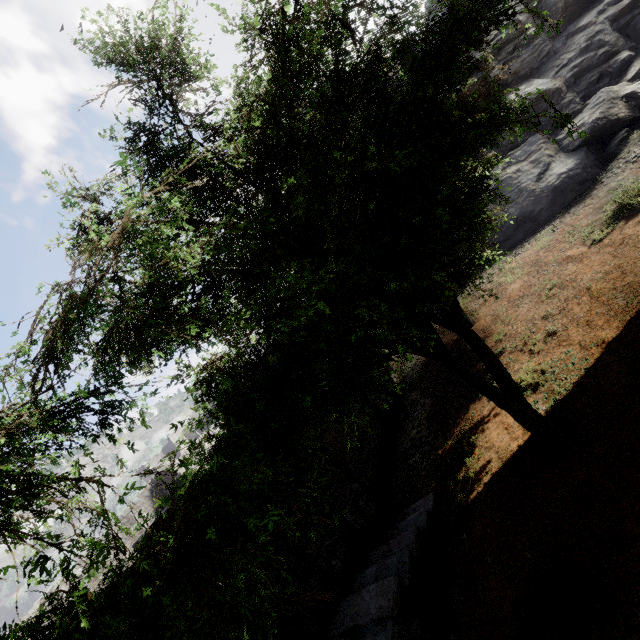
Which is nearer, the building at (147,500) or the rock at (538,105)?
the rock at (538,105)

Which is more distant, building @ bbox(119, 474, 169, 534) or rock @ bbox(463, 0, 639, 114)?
building @ bbox(119, 474, 169, 534)

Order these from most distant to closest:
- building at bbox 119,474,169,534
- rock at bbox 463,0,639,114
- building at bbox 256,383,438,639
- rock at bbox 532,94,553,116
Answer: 1. building at bbox 119,474,169,534
2. rock at bbox 532,94,553,116
3. rock at bbox 463,0,639,114
4. building at bbox 256,383,438,639

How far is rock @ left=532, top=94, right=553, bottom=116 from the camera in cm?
1680

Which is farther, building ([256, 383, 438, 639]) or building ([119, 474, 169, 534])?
building ([119, 474, 169, 534])

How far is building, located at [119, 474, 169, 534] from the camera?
22.8m

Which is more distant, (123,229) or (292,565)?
(292,565)
